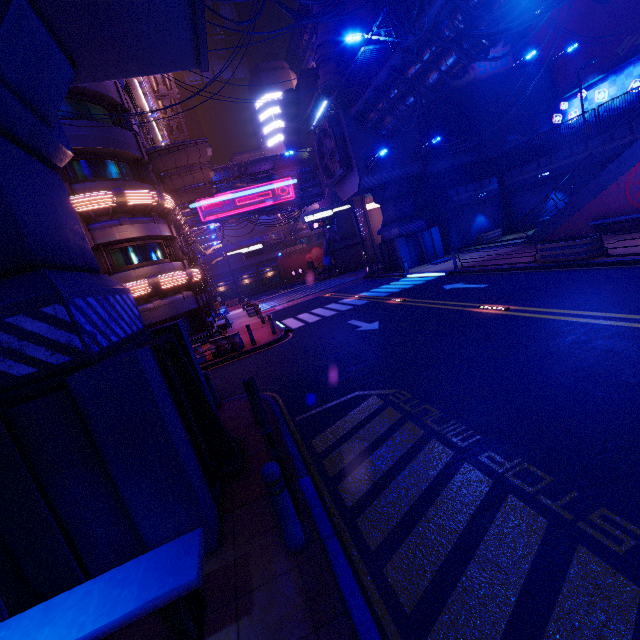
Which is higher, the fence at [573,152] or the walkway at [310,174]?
the walkway at [310,174]

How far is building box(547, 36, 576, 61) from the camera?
26.6m

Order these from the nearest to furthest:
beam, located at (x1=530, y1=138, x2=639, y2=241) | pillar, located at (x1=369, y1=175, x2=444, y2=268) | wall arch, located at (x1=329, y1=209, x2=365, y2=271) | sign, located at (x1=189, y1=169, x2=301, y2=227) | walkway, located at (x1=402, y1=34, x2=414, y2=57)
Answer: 1. beam, located at (x1=530, y1=138, x2=639, y2=241)
2. walkway, located at (x1=402, y1=34, x2=414, y2=57)
3. pillar, located at (x1=369, y1=175, x2=444, y2=268)
4. sign, located at (x1=189, y1=169, x2=301, y2=227)
5. wall arch, located at (x1=329, y1=209, x2=365, y2=271)

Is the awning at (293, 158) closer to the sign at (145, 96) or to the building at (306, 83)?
the building at (306, 83)

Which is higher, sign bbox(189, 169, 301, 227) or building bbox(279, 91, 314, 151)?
building bbox(279, 91, 314, 151)

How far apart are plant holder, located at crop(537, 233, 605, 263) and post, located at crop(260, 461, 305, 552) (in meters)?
Answer: 14.37

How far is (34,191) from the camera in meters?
4.6

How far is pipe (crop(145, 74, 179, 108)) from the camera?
31.4m
